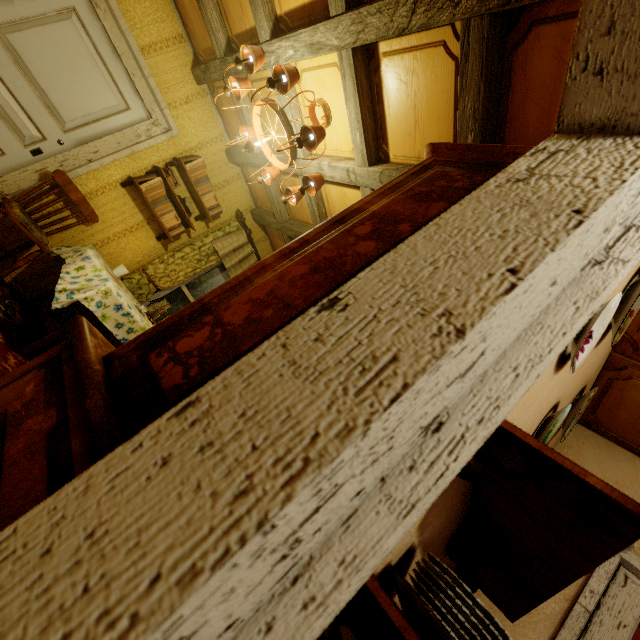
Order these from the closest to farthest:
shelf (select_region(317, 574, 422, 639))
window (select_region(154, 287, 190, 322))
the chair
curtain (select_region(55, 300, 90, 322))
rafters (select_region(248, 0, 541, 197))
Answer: shelf (select_region(317, 574, 422, 639)), rafters (select_region(248, 0, 541, 197)), the chair, curtain (select_region(55, 300, 90, 322)), window (select_region(154, 287, 190, 322))

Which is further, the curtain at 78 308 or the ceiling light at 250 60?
the curtain at 78 308

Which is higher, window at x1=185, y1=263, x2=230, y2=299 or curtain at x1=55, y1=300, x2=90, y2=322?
window at x1=185, y1=263, x2=230, y2=299

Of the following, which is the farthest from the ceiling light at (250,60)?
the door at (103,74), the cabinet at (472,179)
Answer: the door at (103,74)

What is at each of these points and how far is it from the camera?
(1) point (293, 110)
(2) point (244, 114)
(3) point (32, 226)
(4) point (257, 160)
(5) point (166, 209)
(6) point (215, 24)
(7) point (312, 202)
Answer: (1) rafters, 2.68m
(2) rafters, 3.26m
(3) cushion, 2.90m
(4) rafters, 3.57m
(5) book, 3.77m
(6) rafters, 2.81m
(7) rafters, 3.21m

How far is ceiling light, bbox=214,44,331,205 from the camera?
2.0m

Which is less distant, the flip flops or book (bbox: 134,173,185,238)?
the flip flops

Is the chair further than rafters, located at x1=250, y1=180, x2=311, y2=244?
No
